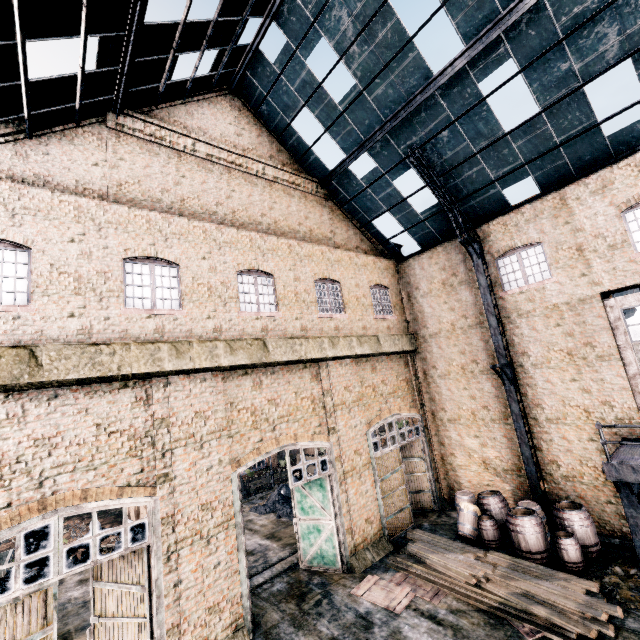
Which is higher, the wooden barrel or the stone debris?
the wooden barrel

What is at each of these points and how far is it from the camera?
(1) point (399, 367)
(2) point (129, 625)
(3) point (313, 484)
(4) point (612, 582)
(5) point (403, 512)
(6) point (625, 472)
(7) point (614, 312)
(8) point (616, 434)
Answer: (1) building, 17.4m
(2) door, 8.6m
(3) door, 13.2m
(4) stone debris, 9.6m
(5) door, 14.9m
(6) stairs, 9.0m
(7) door, 11.8m
(8) building, 11.7m

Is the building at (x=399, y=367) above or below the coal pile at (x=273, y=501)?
above

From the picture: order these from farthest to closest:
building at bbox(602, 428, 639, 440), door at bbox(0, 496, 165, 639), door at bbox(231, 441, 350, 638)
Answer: building at bbox(602, 428, 639, 440) < door at bbox(231, 441, 350, 638) < door at bbox(0, 496, 165, 639)

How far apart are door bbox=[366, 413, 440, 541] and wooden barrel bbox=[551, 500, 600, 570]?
5.6m

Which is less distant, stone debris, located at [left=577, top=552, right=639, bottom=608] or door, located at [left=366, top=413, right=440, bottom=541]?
stone debris, located at [left=577, top=552, right=639, bottom=608]

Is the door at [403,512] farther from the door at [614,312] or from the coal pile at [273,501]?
the door at [614,312]

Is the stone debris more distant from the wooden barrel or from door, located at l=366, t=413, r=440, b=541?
door, located at l=366, t=413, r=440, b=541
